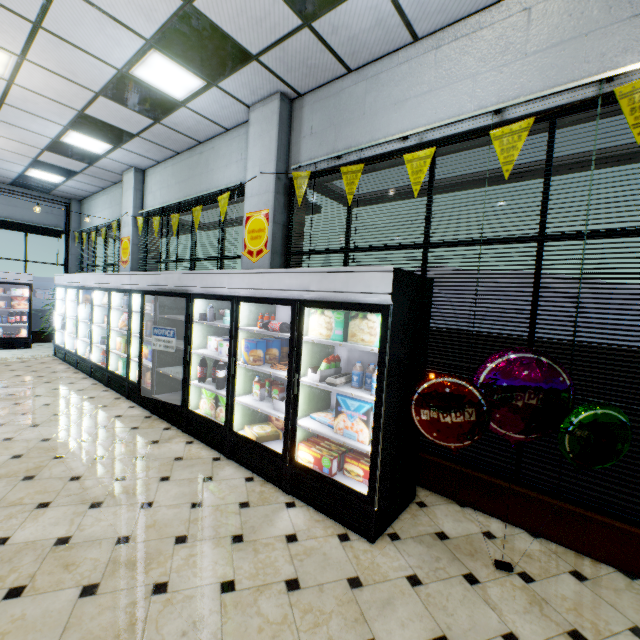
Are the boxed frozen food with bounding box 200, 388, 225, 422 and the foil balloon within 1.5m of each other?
no

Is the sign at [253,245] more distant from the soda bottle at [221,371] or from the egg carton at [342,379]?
the egg carton at [342,379]

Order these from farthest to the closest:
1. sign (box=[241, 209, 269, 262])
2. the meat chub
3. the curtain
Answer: the curtain < sign (box=[241, 209, 269, 262]) < the meat chub

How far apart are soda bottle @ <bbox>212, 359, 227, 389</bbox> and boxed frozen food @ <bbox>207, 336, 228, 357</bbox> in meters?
0.1 m

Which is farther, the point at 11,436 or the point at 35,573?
the point at 11,436

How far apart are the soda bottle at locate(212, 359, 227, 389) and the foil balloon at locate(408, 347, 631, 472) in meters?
2.5 m

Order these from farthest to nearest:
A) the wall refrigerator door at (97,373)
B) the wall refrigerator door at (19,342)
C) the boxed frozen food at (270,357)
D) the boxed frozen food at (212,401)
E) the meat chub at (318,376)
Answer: the wall refrigerator door at (19,342) < the boxed frozen food at (212,401) < the boxed frozen food at (270,357) < the meat chub at (318,376) < the wall refrigerator door at (97,373)

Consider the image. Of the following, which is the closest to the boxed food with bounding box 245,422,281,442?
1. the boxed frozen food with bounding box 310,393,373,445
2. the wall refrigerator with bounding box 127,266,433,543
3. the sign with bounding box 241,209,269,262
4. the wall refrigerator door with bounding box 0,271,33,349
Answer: the wall refrigerator with bounding box 127,266,433,543
